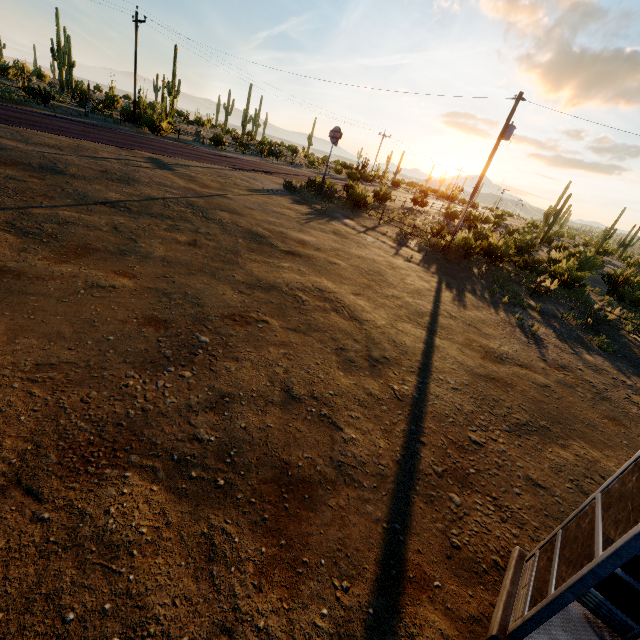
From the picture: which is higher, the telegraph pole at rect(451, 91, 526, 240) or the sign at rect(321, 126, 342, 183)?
the telegraph pole at rect(451, 91, 526, 240)

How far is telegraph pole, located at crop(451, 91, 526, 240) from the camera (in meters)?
16.06

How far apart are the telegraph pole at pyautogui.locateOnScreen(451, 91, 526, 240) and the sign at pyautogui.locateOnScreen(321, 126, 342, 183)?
10.75m

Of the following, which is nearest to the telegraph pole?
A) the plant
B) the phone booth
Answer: the phone booth

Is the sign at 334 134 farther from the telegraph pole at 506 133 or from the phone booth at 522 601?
the phone booth at 522 601

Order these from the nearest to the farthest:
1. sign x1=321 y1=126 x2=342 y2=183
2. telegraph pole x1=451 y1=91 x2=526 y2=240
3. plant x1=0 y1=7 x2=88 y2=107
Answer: telegraph pole x1=451 y1=91 x2=526 y2=240, sign x1=321 y1=126 x2=342 y2=183, plant x1=0 y1=7 x2=88 y2=107

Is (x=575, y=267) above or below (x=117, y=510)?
above
